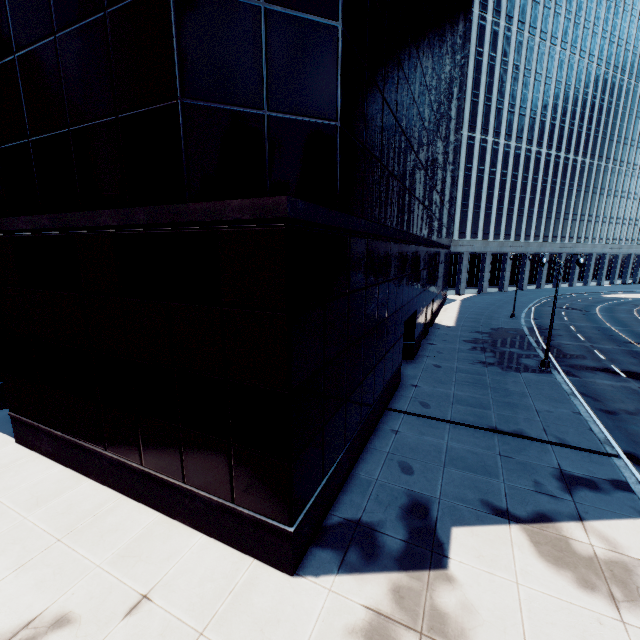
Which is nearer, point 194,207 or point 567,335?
point 194,207
